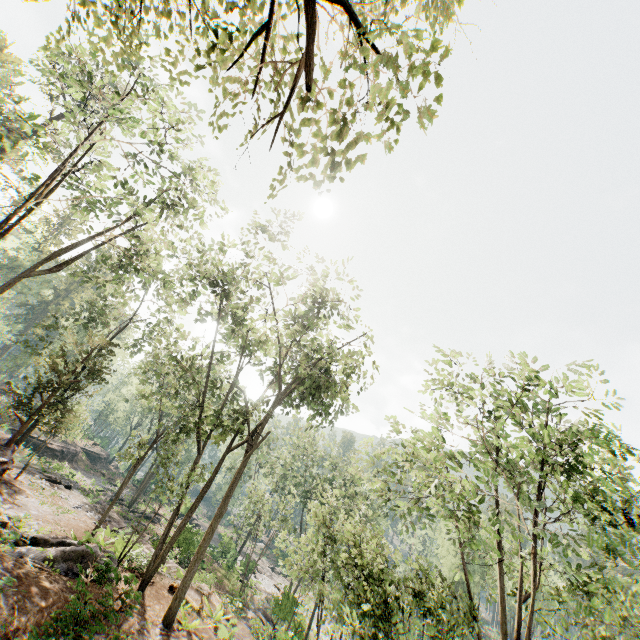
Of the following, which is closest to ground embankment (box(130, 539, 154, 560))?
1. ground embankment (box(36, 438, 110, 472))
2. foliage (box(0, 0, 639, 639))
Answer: ground embankment (box(36, 438, 110, 472))

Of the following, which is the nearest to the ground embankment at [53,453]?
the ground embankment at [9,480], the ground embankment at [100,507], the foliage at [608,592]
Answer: the ground embankment at [100,507]

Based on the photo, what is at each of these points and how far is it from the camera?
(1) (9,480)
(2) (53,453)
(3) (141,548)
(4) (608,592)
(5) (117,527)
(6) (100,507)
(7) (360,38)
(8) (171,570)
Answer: (1) ground embankment, 18.86m
(2) ground embankment, 39.28m
(3) ground embankment, 18.03m
(4) foliage, 12.90m
(5) ground embankment, 21.72m
(6) ground embankment, 24.84m
(7) foliage, 1.82m
(8) ground embankment, 19.70m

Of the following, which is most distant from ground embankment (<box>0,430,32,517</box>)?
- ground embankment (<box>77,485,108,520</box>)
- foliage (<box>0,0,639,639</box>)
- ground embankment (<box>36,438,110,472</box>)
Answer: ground embankment (<box>36,438,110,472</box>)

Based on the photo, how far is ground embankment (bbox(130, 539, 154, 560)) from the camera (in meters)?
16.18

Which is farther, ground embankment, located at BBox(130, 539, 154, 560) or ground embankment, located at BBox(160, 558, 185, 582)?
ground embankment, located at BBox(160, 558, 185, 582)

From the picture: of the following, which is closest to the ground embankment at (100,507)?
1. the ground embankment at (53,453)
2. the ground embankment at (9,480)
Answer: the ground embankment at (53,453)
